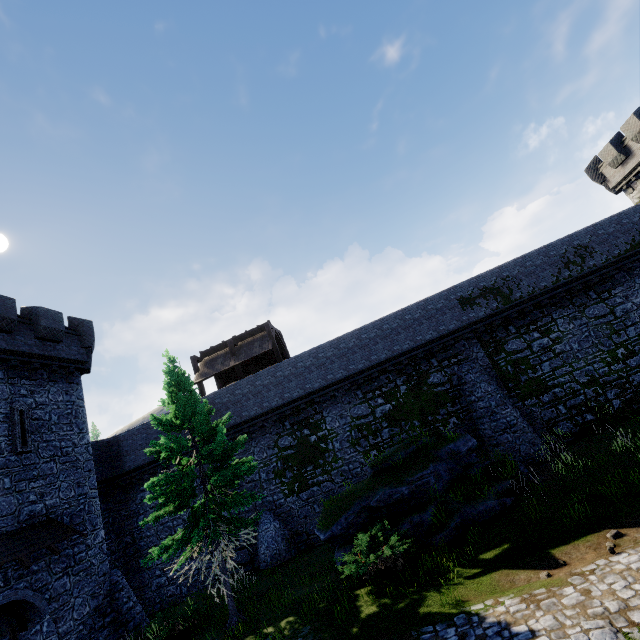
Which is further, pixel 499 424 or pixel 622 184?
pixel 622 184

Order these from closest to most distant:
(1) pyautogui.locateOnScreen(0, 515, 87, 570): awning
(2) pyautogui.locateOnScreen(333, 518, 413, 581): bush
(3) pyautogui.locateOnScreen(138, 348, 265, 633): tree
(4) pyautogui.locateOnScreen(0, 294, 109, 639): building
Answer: (2) pyautogui.locateOnScreen(333, 518, 413, 581): bush < (3) pyautogui.locateOnScreen(138, 348, 265, 633): tree < (1) pyautogui.locateOnScreen(0, 515, 87, 570): awning < (4) pyautogui.locateOnScreen(0, 294, 109, 639): building

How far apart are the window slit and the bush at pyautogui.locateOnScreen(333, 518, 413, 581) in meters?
14.5

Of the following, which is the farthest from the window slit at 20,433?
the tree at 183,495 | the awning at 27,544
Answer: the tree at 183,495

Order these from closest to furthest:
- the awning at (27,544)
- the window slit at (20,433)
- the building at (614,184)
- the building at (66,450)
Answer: the awning at (27,544) → the building at (66,450) → the window slit at (20,433) → the building at (614,184)

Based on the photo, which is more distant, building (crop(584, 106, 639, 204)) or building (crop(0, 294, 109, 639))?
building (crop(584, 106, 639, 204))

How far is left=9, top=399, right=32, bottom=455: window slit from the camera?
14.4m

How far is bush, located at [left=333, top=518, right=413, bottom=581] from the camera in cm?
1024
